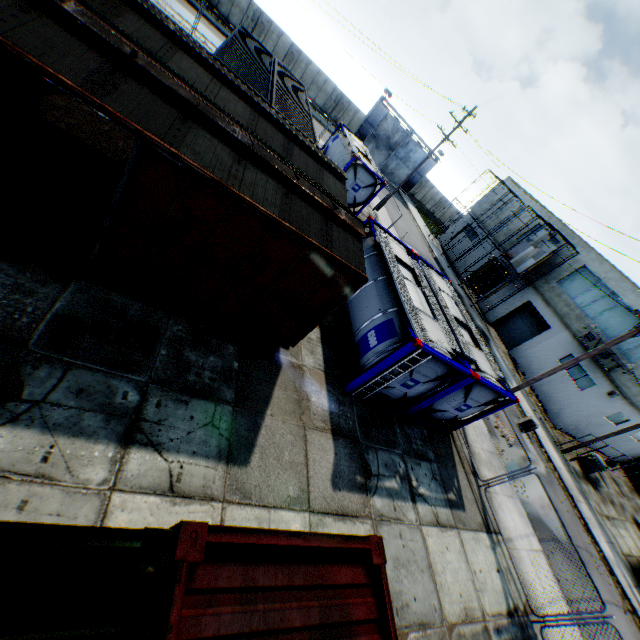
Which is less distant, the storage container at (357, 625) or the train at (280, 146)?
the storage container at (357, 625)

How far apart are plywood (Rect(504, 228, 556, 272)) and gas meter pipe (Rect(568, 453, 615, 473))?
14.5m

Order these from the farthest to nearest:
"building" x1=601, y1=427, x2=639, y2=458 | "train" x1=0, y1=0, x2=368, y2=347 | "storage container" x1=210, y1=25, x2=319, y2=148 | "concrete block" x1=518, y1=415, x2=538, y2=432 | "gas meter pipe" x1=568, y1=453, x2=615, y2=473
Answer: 1. "building" x1=601, y1=427, x2=639, y2=458
2. "gas meter pipe" x1=568, y1=453, x2=615, y2=473
3. "concrete block" x1=518, y1=415, x2=538, y2=432
4. "storage container" x1=210, y1=25, x2=319, y2=148
5. "train" x1=0, y1=0, x2=368, y2=347

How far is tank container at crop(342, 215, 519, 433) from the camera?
9.6m

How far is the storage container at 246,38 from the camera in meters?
13.5 m

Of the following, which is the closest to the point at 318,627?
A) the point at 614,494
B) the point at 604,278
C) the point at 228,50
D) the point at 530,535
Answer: the point at 530,535

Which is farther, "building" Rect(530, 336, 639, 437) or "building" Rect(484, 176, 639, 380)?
"building" Rect(484, 176, 639, 380)

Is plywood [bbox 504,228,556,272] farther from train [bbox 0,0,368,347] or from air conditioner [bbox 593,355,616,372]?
train [bbox 0,0,368,347]
